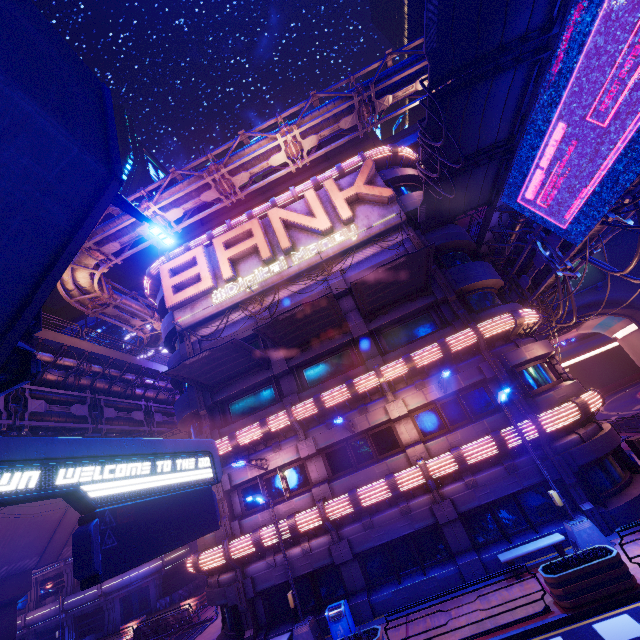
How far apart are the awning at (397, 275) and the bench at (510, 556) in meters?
11.3 m

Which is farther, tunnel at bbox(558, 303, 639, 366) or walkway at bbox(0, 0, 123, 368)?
tunnel at bbox(558, 303, 639, 366)

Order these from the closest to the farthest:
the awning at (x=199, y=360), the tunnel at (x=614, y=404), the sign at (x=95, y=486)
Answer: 1. the sign at (x=95, y=486)
2. the awning at (x=199, y=360)
3. the tunnel at (x=614, y=404)

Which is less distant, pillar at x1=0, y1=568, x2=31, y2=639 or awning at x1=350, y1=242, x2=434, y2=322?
awning at x1=350, y1=242, x2=434, y2=322

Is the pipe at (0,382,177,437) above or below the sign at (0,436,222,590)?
above

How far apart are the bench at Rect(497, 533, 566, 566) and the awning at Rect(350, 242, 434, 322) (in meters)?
11.34

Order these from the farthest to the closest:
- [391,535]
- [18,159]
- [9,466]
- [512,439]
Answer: [391,535]
[512,439]
[18,159]
[9,466]

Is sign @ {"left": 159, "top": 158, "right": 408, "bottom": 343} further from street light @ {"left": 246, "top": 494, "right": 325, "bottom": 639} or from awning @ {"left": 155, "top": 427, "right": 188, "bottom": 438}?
street light @ {"left": 246, "top": 494, "right": 325, "bottom": 639}
